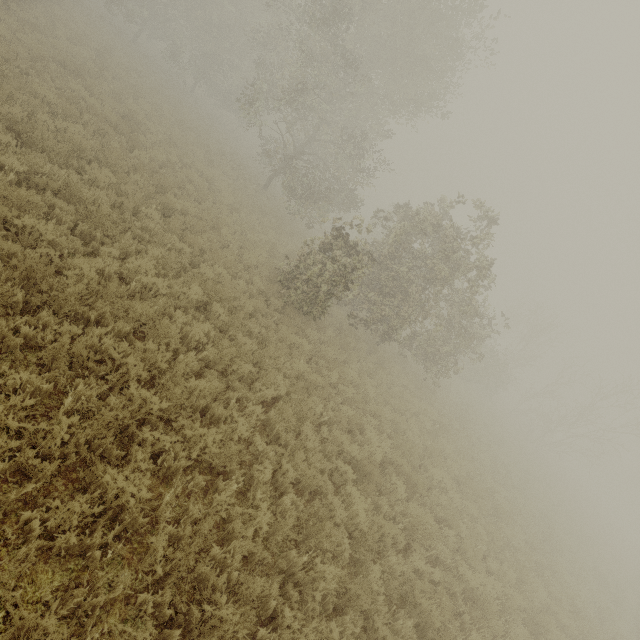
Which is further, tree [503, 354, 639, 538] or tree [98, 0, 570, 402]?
tree [503, 354, 639, 538]

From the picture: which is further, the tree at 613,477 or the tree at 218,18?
the tree at 613,477

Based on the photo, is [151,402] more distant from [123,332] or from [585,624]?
[585,624]
